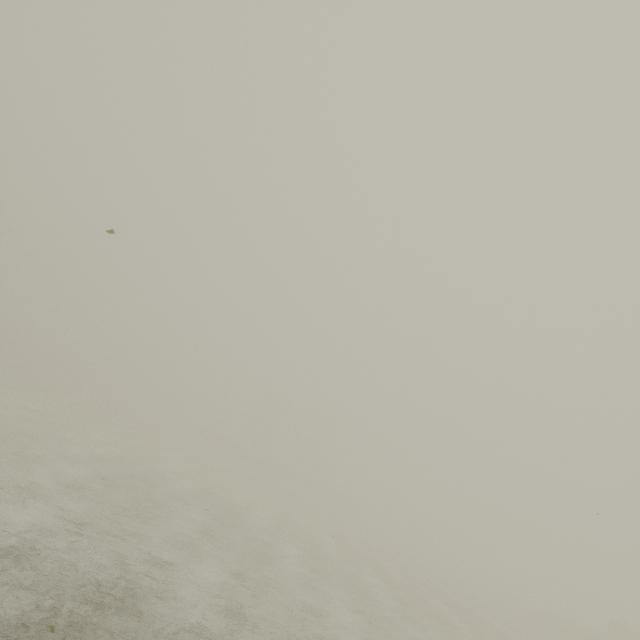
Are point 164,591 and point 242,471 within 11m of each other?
no
